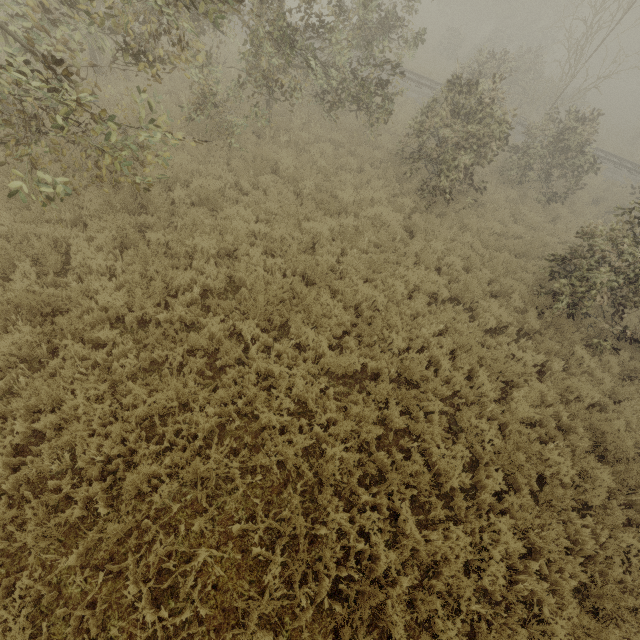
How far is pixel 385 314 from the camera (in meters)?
7.59
